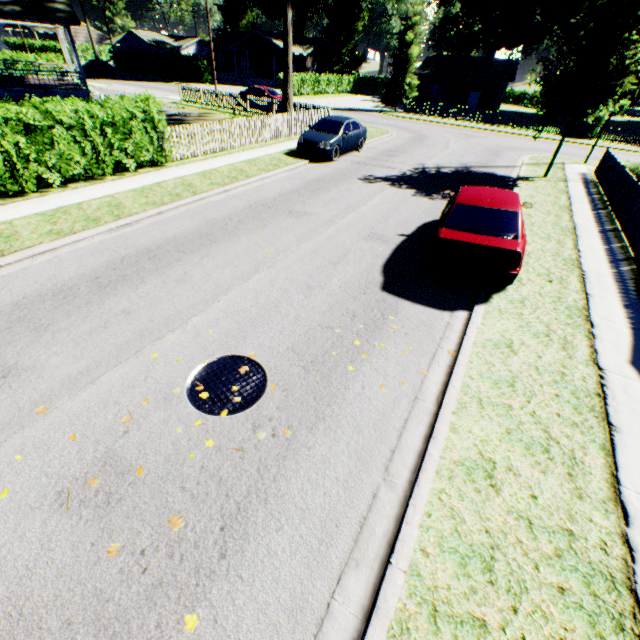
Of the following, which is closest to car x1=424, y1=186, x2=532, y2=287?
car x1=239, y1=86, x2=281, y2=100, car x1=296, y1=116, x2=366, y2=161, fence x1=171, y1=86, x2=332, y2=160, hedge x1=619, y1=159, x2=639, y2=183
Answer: car x1=296, y1=116, x2=366, y2=161

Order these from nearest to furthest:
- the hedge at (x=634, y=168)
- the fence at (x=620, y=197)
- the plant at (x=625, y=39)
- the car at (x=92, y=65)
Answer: the fence at (x=620, y=197) < the plant at (x=625, y=39) < the hedge at (x=634, y=168) < the car at (x=92, y=65)

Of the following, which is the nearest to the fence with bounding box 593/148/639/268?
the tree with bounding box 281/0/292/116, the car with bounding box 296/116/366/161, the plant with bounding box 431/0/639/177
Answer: the plant with bounding box 431/0/639/177

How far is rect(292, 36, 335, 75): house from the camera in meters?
49.7

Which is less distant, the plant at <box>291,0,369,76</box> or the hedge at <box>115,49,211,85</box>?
→ the hedge at <box>115,49,211,85</box>

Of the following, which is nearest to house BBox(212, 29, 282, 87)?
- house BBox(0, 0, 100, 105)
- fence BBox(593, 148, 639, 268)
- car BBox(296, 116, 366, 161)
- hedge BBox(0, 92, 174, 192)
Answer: house BBox(0, 0, 100, 105)

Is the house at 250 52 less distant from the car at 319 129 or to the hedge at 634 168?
the car at 319 129

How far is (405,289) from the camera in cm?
708
